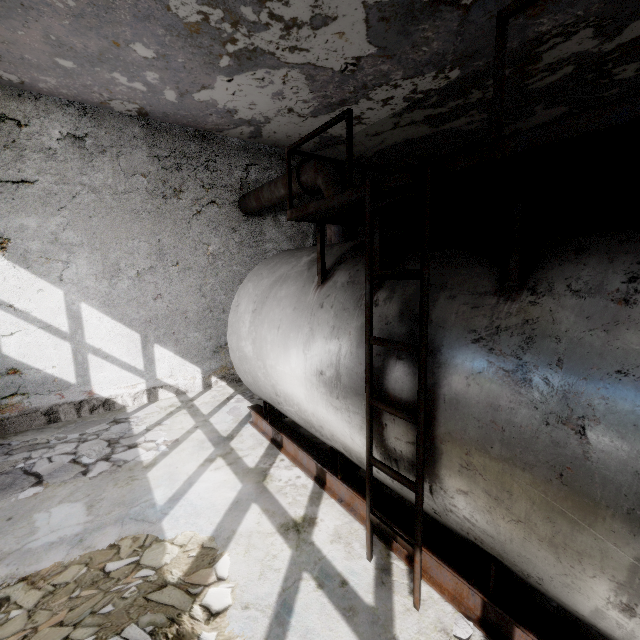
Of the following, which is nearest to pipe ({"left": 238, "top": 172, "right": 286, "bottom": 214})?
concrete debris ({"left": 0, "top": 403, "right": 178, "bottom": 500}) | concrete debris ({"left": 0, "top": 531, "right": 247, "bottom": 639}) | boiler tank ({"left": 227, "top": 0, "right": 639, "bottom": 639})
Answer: boiler tank ({"left": 227, "top": 0, "right": 639, "bottom": 639})

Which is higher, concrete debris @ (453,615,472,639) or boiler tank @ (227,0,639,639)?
boiler tank @ (227,0,639,639)

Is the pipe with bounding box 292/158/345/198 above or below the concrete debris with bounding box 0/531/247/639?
above

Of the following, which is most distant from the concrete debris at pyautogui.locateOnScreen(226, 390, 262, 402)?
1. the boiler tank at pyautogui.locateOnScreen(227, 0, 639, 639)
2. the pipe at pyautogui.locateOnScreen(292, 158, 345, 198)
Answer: the pipe at pyautogui.locateOnScreen(292, 158, 345, 198)

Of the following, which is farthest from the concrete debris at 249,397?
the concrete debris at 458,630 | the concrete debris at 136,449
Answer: the concrete debris at 458,630

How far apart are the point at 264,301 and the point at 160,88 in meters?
5.0

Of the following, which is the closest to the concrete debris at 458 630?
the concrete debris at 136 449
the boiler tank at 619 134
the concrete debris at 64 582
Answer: the boiler tank at 619 134

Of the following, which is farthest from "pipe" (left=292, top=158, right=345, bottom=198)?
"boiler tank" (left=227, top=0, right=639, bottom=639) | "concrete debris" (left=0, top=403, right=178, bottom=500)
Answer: "concrete debris" (left=0, top=403, right=178, bottom=500)
